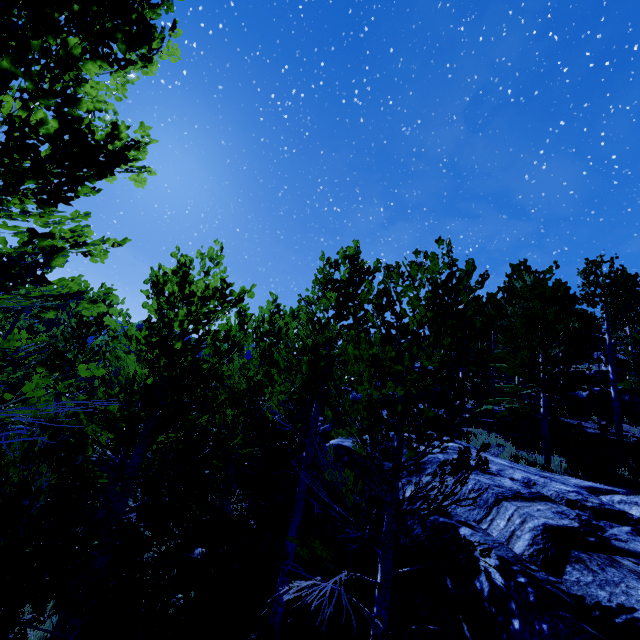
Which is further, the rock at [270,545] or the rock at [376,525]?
the rock at [270,545]

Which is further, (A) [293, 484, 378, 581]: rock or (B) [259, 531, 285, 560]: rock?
(B) [259, 531, 285, 560]: rock

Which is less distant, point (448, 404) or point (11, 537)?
point (11, 537)

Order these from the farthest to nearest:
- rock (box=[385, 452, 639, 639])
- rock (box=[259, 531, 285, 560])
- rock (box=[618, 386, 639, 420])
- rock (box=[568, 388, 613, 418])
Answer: rock (box=[568, 388, 613, 418])
rock (box=[618, 386, 639, 420])
rock (box=[259, 531, 285, 560])
rock (box=[385, 452, 639, 639])

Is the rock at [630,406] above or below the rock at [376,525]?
above

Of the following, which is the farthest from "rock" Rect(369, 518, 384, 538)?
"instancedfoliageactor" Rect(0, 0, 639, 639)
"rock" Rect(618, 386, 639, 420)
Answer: "rock" Rect(618, 386, 639, 420)

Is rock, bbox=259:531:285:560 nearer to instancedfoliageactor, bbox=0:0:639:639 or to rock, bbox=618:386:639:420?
instancedfoliageactor, bbox=0:0:639:639
